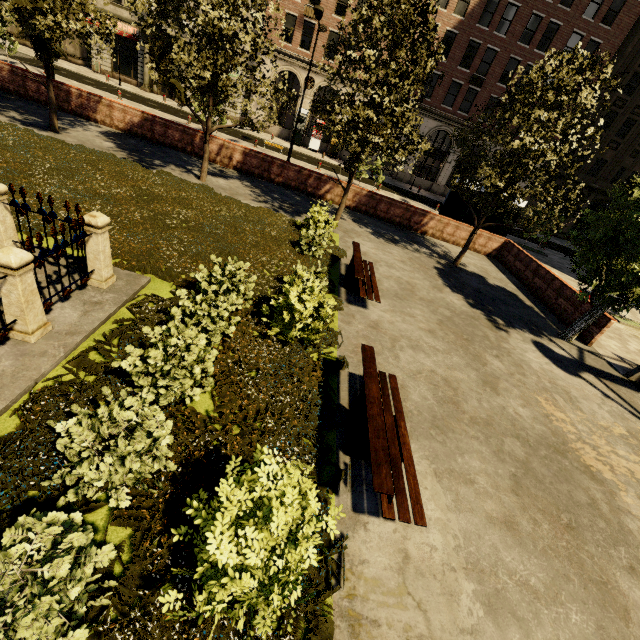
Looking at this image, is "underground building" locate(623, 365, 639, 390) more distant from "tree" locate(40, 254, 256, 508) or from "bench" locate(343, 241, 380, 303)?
"tree" locate(40, 254, 256, 508)

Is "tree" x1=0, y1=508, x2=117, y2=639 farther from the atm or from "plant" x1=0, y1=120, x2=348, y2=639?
the atm

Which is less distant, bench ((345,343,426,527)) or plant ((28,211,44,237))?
bench ((345,343,426,527))

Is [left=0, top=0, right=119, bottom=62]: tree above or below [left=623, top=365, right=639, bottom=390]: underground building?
above

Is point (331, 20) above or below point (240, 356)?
above

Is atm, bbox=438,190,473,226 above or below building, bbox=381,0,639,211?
→ below

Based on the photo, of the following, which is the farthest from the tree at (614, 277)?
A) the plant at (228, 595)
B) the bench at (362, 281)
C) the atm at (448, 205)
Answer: the atm at (448, 205)

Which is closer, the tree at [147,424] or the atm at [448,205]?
the tree at [147,424]
